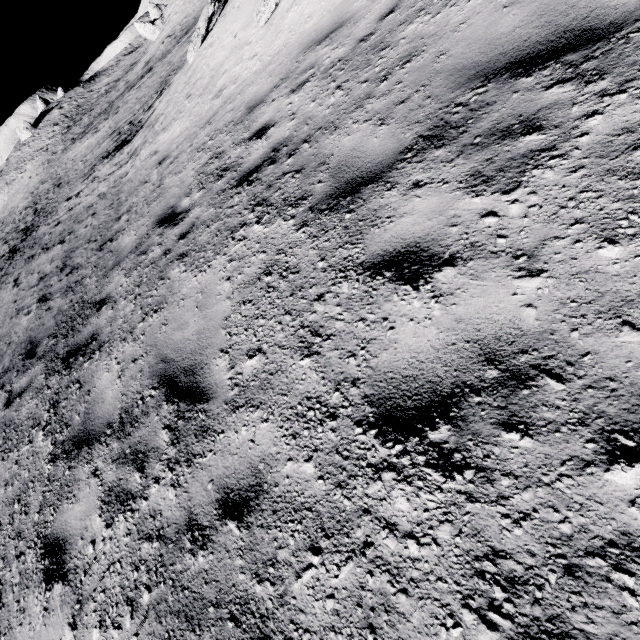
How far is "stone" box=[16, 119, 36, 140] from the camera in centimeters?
5253cm

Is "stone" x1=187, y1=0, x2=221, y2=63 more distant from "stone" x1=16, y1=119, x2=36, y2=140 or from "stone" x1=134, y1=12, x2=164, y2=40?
"stone" x1=16, y1=119, x2=36, y2=140

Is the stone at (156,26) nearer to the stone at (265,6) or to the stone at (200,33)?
the stone at (200,33)

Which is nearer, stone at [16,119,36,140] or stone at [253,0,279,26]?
stone at [253,0,279,26]

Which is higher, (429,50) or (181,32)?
(429,50)

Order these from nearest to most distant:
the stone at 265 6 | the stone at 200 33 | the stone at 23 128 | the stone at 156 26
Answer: the stone at 265 6
the stone at 200 33
the stone at 156 26
the stone at 23 128

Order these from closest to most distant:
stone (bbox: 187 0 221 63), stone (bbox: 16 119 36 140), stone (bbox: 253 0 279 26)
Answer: stone (bbox: 253 0 279 26)
stone (bbox: 187 0 221 63)
stone (bbox: 16 119 36 140)
